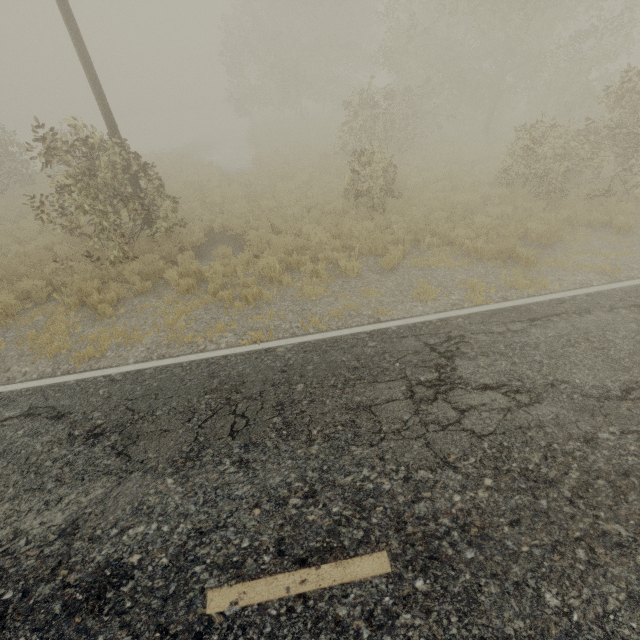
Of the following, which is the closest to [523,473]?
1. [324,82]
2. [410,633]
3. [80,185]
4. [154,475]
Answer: [410,633]

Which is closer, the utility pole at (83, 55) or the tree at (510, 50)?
the utility pole at (83, 55)

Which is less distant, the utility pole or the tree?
the utility pole
